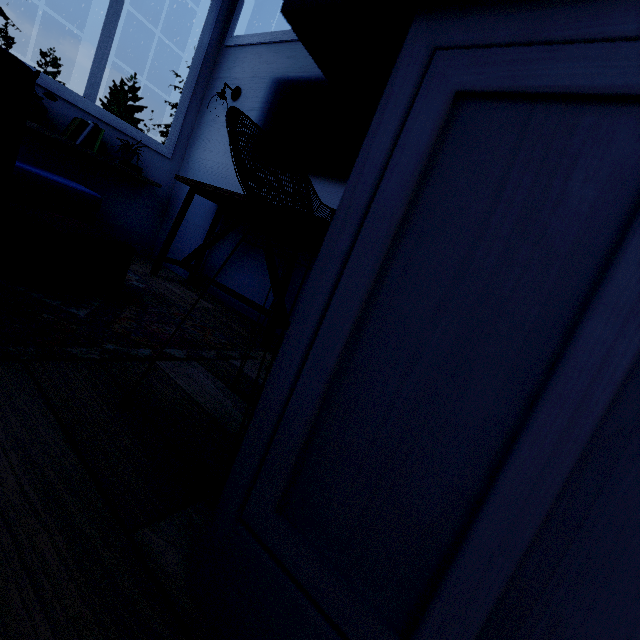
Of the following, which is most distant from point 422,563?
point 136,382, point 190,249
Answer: point 190,249
